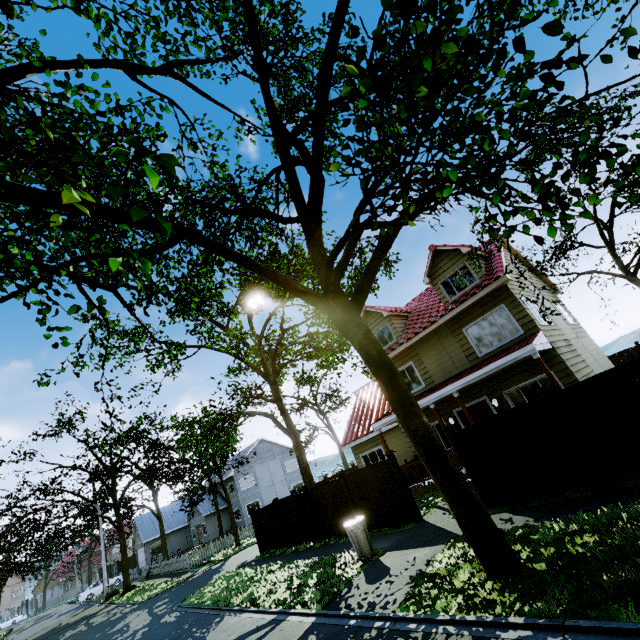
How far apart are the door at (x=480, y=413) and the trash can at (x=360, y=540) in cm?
688

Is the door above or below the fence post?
below

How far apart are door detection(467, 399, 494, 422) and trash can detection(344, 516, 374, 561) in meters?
6.9 m

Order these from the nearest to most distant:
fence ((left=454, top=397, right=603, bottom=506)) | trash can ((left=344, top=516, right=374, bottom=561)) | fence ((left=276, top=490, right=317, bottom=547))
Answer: fence ((left=454, top=397, right=603, bottom=506)) → trash can ((left=344, top=516, right=374, bottom=561)) → fence ((left=276, top=490, right=317, bottom=547))

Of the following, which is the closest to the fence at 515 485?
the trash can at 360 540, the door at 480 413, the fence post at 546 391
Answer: the fence post at 546 391

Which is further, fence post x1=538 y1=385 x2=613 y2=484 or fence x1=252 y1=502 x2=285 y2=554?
fence x1=252 y1=502 x2=285 y2=554

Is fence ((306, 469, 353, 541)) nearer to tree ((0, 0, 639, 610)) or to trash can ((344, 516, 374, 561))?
tree ((0, 0, 639, 610))

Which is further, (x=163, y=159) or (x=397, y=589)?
(x=397, y=589)
